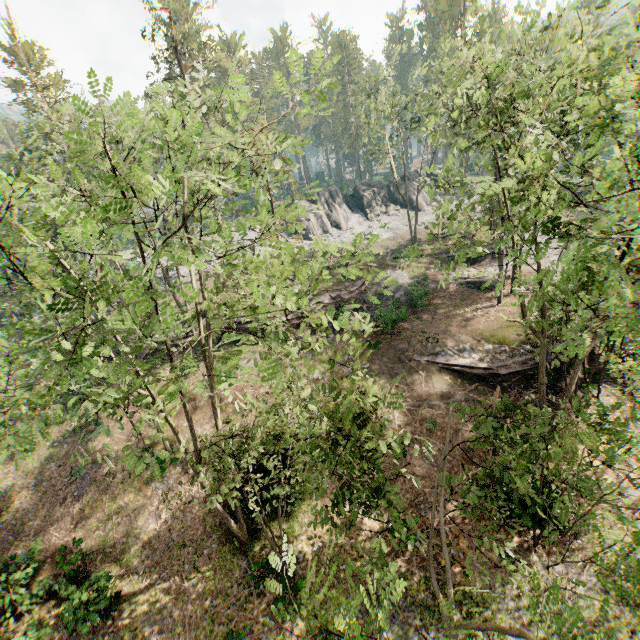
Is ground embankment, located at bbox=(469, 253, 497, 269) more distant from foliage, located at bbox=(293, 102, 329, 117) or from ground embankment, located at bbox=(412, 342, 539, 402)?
ground embankment, located at bbox=(412, 342, 539, 402)

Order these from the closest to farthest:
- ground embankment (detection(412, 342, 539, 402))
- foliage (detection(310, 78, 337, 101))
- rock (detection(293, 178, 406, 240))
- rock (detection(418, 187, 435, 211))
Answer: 1. foliage (detection(310, 78, 337, 101))
2. ground embankment (detection(412, 342, 539, 402))
3. rock (detection(293, 178, 406, 240))
4. rock (detection(418, 187, 435, 211))

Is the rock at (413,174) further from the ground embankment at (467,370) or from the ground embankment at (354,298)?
the ground embankment at (467,370)

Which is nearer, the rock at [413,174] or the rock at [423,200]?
the rock at [423,200]

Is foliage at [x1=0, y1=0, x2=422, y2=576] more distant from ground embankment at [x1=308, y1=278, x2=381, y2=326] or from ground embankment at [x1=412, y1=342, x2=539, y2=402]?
ground embankment at [x1=308, y1=278, x2=381, y2=326]

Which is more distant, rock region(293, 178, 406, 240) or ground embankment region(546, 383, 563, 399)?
rock region(293, 178, 406, 240)

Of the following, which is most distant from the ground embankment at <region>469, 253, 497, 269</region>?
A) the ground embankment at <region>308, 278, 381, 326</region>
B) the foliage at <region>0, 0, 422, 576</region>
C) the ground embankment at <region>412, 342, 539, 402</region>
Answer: the ground embankment at <region>412, 342, 539, 402</region>

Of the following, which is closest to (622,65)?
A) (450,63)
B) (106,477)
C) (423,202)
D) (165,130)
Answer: (450,63)
